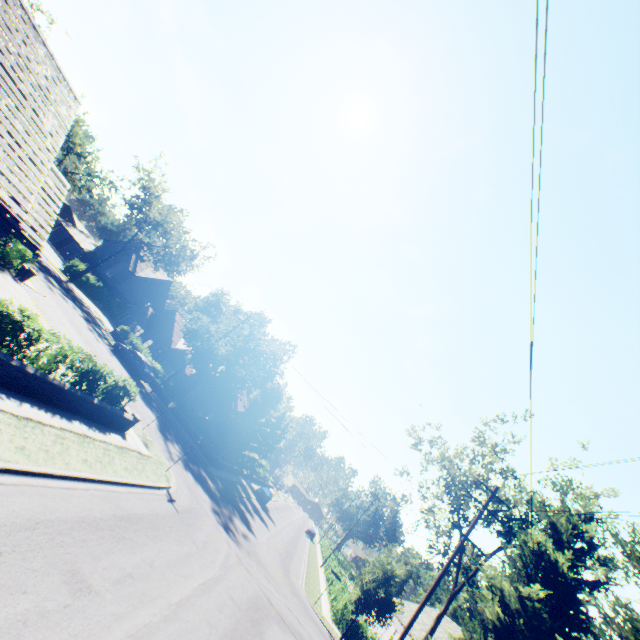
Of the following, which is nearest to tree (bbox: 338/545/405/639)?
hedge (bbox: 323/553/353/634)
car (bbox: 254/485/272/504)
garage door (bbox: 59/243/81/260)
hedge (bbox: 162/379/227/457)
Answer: hedge (bbox: 162/379/227/457)

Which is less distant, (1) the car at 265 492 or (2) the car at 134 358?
(2) the car at 134 358

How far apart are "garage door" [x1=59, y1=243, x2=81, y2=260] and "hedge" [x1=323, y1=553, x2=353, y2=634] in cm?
6101

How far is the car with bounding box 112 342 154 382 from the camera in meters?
29.5 m

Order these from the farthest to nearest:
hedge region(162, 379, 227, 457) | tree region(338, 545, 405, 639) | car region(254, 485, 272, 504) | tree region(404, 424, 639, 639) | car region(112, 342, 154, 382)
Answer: car region(254, 485, 272, 504)
hedge region(162, 379, 227, 457)
car region(112, 342, 154, 382)
tree region(338, 545, 405, 639)
tree region(404, 424, 639, 639)

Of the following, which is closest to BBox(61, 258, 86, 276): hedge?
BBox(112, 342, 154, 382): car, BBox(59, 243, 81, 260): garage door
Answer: BBox(59, 243, 81, 260): garage door

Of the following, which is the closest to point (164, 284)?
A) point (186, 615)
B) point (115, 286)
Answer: point (115, 286)

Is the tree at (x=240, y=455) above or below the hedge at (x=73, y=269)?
above
